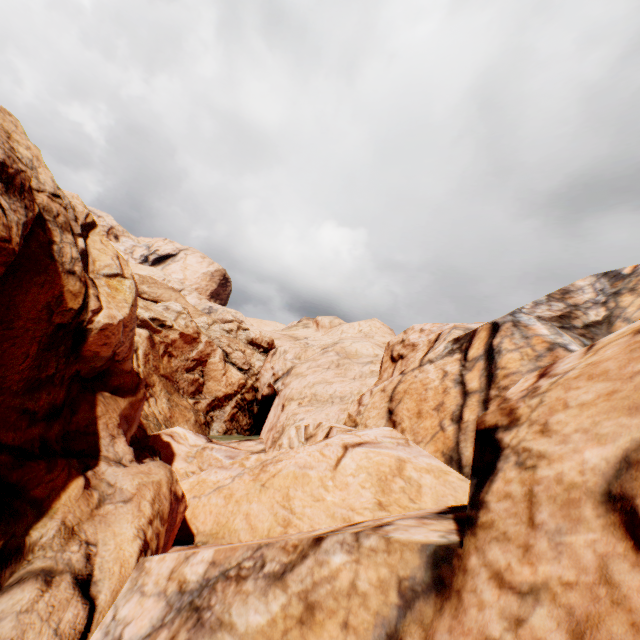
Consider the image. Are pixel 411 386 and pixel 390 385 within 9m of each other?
yes
